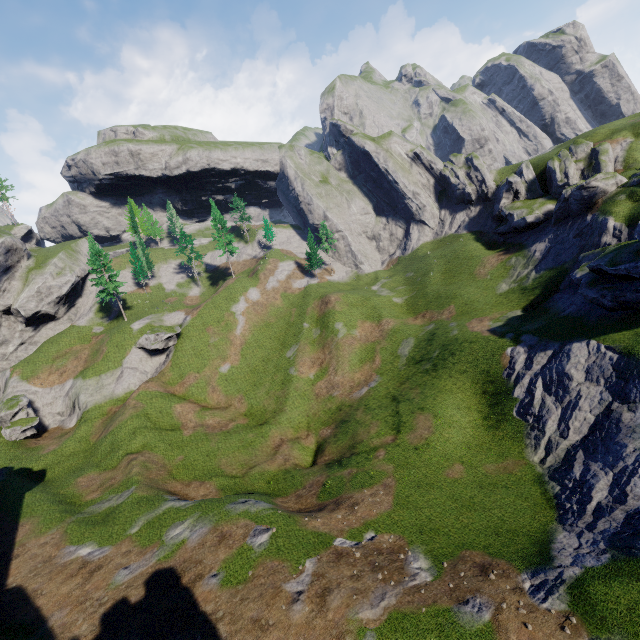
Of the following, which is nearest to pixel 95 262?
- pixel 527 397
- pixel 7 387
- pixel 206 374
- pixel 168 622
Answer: pixel 7 387

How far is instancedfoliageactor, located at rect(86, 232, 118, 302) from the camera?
57.6 meters

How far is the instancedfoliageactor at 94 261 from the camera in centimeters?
5762cm
